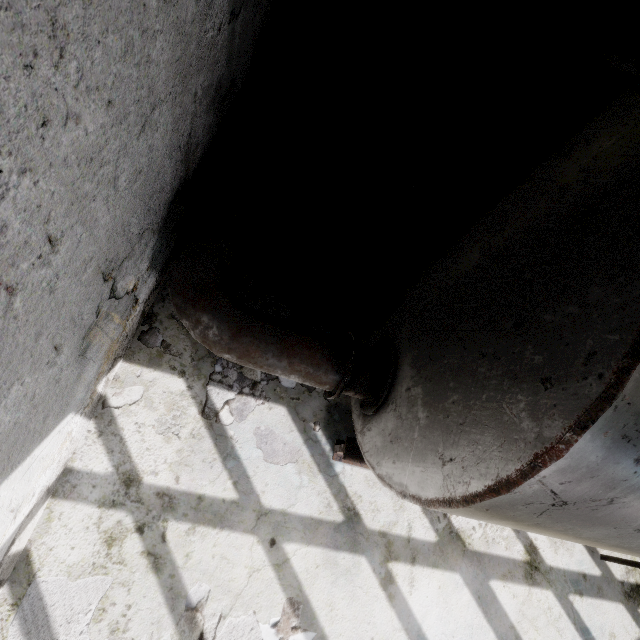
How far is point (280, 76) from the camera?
4.8 meters

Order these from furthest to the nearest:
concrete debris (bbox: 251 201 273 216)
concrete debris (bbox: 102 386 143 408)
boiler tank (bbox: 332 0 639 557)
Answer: concrete debris (bbox: 251 201 273 216), concrete debris (bbox: 102 386 143 408), boiler tank (bbox: 332 0 639 557)

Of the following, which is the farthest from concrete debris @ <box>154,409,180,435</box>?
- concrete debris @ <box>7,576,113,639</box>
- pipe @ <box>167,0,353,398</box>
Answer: pipe @ <box>167,0,353,398</box>

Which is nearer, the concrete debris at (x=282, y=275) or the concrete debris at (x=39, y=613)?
the concrete debris at (x=39, y=613)

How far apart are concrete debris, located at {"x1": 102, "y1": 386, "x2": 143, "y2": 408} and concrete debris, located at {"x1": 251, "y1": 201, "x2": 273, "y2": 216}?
3.05m

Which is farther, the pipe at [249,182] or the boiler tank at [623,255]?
the pipe at [249,182]

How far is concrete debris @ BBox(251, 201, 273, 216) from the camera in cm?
516

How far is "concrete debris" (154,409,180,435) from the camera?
3.5m
